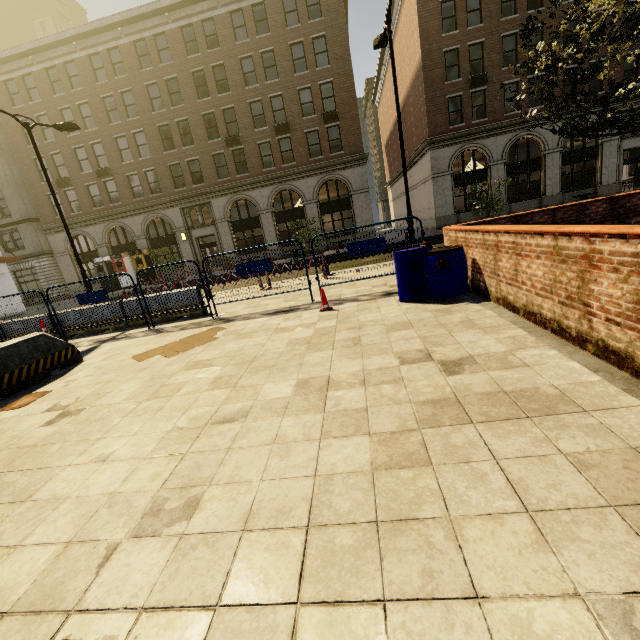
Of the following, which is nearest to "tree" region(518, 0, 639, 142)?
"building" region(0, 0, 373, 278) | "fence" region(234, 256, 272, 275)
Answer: "building" region(0, 0, 373, 278)

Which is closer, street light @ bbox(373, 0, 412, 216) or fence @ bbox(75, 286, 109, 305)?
fence @ bbox(75, 286, 109, 305)

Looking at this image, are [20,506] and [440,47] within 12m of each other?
no

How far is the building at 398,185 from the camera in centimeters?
3684cm

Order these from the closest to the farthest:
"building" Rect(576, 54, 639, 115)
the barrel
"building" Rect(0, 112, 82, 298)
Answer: the barrel, "building" Rect(576, 54, 639, 115), "building" Rect(0, 112, 82, 298)

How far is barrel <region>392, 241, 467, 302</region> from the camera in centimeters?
586cm

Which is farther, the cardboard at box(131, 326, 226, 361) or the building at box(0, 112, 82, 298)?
the building at box(0, 112, 82, 298)

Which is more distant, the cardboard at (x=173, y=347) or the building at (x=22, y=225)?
the building at (x=22, y=225)
